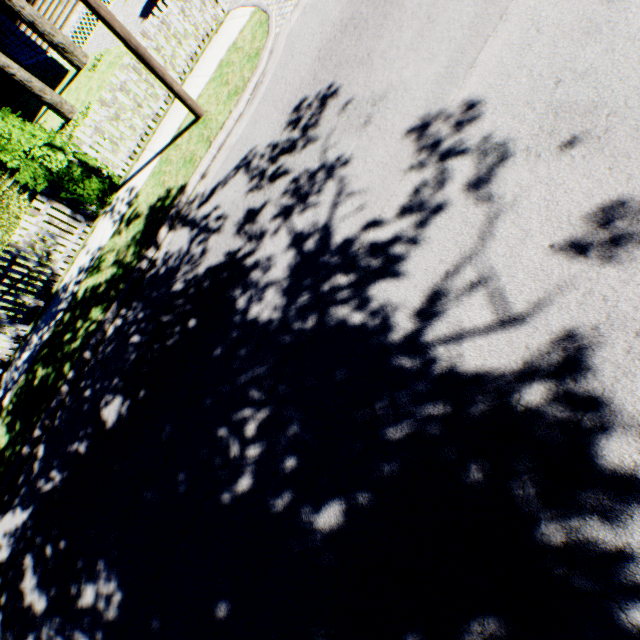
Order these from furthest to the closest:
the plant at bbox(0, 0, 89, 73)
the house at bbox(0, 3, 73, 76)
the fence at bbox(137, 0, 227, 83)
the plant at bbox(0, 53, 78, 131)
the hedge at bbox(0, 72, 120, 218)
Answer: the house at bbox(0, 3, 73, 76), the plant at bbox(0, 0, 89, 73), the plant at bbox(0, 53, 78, 131), the fence at bbox(137, 0, 227, 83), the hedge at bbox(0, 72, 120, 218)

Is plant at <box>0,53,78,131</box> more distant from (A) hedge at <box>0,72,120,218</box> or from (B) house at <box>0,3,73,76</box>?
(B) house at <box>0,3,73,76</box>

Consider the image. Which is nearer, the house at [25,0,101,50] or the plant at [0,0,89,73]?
the plant at [0,0,89,73]

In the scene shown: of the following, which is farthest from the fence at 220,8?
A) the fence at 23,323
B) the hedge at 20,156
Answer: the fence at 23,323

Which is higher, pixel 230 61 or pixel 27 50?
pixel 27 50

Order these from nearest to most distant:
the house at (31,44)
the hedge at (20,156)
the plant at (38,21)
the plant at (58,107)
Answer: the hedge at (20,156)
the plant at (58,107)
the plant at (38,21)
the house at (31,44)

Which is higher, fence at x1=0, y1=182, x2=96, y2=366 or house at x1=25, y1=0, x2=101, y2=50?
house at x1=25, y1=0, x2=101, y2=50

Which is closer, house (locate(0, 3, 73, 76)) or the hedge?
the hedge
